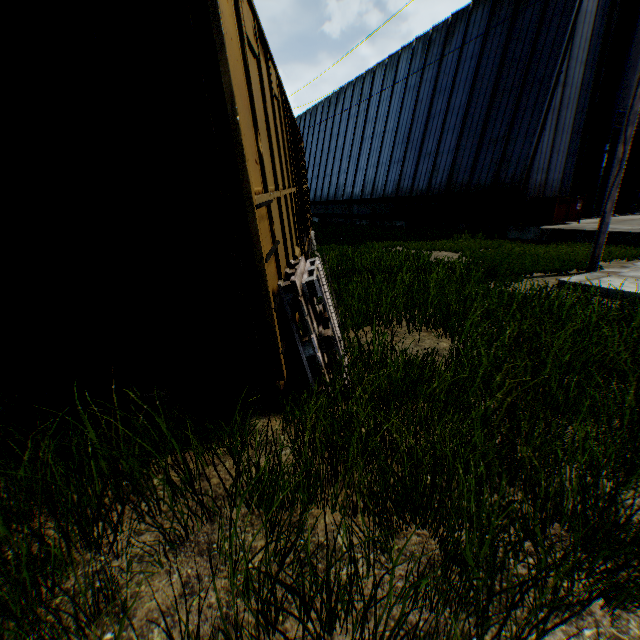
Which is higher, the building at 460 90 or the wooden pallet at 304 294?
the building at 460 90

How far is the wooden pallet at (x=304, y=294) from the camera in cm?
282

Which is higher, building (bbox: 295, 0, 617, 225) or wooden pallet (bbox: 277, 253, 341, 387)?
building (bbox: 295, 0, 617, 225)

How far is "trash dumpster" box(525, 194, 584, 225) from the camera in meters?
13.8 m

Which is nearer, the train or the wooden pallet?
the train

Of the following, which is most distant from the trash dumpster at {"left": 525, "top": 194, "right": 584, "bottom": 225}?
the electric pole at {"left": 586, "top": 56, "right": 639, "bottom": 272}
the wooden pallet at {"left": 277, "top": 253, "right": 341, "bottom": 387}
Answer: the wooden pallet at {"left": 277, "top": 253, "right": 341, "bottom": 387}

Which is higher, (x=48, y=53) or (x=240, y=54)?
(x=240, y=54)

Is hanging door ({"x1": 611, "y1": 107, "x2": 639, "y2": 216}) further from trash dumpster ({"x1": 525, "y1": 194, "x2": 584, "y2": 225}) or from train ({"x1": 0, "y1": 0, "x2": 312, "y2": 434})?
train ({"x1": 0, "y1": 0, "x2": 312, "y2": 434})
